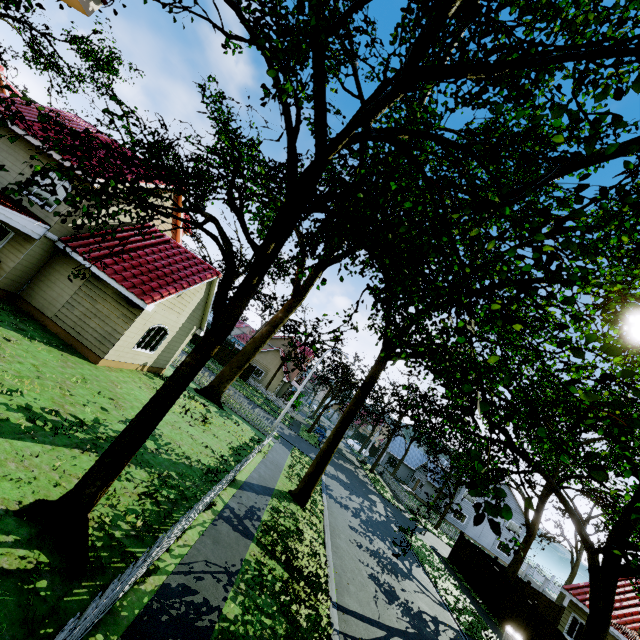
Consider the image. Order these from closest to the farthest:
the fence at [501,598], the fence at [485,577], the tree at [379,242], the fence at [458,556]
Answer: the tree at [379,242] < the fence at [501,598] < the fence at [485,577] < the fence at [458,556]

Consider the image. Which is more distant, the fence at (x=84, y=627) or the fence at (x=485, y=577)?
the fence at (x=485, y=577)

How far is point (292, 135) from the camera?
7.00m

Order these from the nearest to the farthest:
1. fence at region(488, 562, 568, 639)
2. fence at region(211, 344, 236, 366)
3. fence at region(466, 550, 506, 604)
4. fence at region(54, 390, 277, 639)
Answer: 1. fence at region(54, 390, 277, 639)
2. fence at region(488, 562, 568, 639)
3. fence at region(466, 550, 506, 604)
4. fence at region(211, 344, 236, 366)

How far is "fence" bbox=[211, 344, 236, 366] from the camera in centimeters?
4288cm

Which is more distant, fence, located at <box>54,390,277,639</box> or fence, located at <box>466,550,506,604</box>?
fence, located at <box>466,550,506,604</box>
